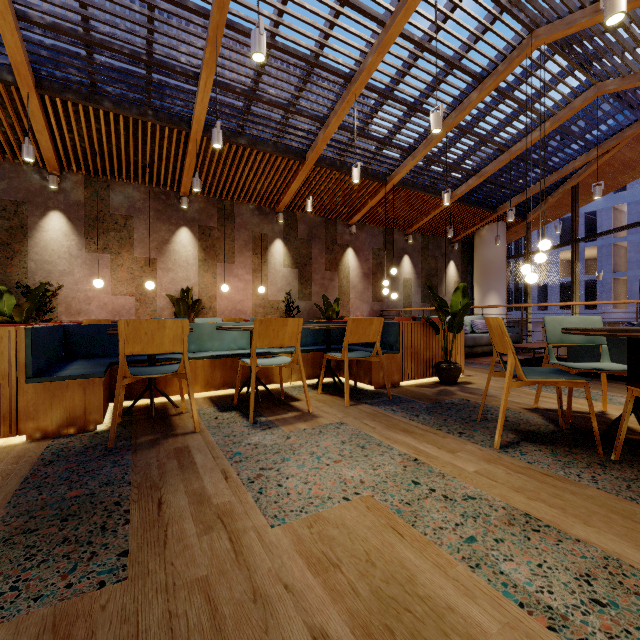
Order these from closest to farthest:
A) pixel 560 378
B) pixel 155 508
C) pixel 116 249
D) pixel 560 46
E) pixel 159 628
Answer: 1. pixel 159 628
2. pixel 155 508
3. pixel 560 378
4. pixel 560 46
5. pixel 116 249

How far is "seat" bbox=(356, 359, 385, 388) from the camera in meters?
3.8 m

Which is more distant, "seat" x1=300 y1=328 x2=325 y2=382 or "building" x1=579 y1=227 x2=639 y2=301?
"building" x1=579 y1=227 x2=639 y2=301

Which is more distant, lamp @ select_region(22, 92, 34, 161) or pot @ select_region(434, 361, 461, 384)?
lamp @ select_region(22, 92, 34, 161)

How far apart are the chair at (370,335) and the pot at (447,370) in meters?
1.0

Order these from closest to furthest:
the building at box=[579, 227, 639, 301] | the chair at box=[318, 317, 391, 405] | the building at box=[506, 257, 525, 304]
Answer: the chair at box=[318, 317, 391, 405] < the building at box=[579, 227, 639, 301] < the building at box=[506, 257, 525, 304]

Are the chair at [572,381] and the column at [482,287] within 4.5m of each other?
no

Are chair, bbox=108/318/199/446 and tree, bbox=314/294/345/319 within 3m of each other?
no
